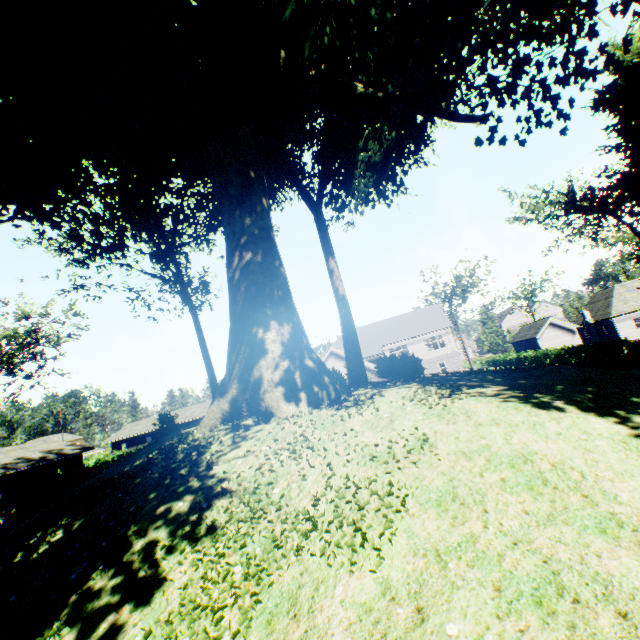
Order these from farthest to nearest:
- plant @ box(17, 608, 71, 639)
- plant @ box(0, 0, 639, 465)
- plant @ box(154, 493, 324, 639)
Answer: plant @ box(0, 0, 639, 465) < plant @ box(17, 608, 71, 639) < plant @ box(154, 493, 324, 639)

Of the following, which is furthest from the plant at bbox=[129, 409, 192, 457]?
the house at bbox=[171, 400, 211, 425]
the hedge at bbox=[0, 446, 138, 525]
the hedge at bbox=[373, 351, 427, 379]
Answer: the house at bbox=[171, 400, 211, 425]

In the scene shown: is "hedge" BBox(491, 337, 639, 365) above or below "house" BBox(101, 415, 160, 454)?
below

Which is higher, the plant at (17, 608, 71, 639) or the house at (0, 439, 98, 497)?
the house at (0, 439, 98, 497)

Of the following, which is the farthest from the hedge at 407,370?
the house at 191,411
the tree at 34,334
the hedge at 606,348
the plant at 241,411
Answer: the house at 191,411

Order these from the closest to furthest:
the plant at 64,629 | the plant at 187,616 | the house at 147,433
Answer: the plant at 187,616 → the plant at 64,629 → the house at 147,433

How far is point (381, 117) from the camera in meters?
13.4 m

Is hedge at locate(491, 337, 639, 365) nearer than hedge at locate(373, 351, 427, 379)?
No
